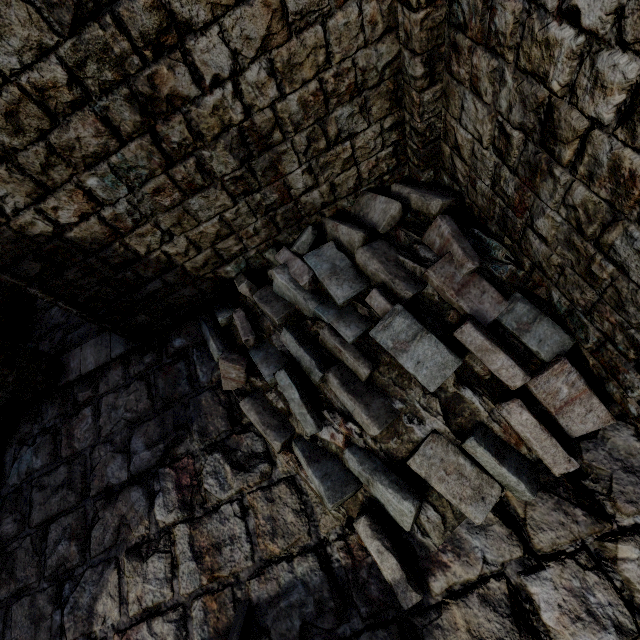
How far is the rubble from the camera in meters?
3.3 m

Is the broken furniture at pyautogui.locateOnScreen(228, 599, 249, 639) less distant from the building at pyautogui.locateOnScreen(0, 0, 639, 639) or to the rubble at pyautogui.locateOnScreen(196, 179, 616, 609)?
the building at pyautogui.locateOnScreen(0, 0, 639, 639)

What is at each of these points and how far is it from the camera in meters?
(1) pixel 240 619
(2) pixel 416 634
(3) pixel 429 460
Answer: (1) broken furniture, 3.6
(2) building, 3.2
(3) rubble, 3.4

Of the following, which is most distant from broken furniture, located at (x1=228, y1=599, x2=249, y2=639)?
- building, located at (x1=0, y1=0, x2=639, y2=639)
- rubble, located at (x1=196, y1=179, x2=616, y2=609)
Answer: rubble, located at (x1=196, y1=179, x2=616, y2=609)

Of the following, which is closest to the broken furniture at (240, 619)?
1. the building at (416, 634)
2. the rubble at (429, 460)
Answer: the building at (416, 634)

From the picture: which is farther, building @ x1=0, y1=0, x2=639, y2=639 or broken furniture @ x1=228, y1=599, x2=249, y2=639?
broken furniture @ x1=228, y1=599, x2=249, y2=639

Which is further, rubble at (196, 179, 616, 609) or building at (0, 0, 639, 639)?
rubble at (196, 179, 616, 609)

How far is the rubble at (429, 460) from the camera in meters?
3.3
